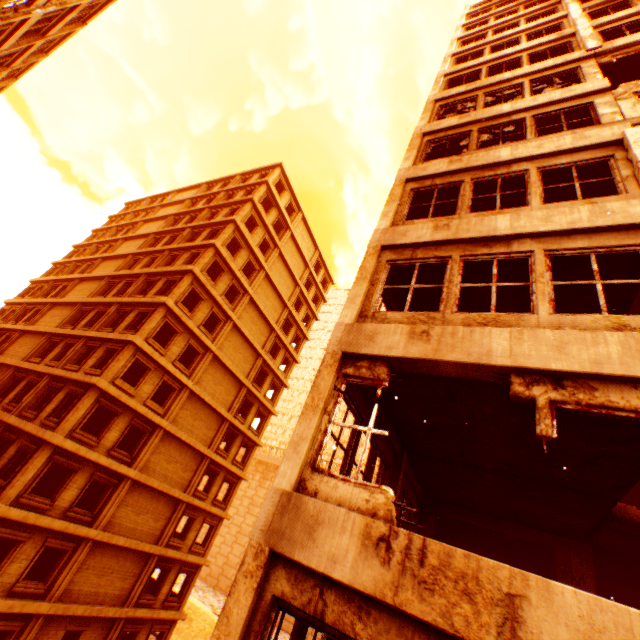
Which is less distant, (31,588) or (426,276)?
(426,276)

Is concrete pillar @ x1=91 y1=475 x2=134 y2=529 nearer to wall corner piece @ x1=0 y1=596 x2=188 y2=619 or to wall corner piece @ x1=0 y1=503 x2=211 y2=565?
wall corner piece @ x1=0 y1=503 x2=211 y2=565

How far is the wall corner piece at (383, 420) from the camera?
6.6m

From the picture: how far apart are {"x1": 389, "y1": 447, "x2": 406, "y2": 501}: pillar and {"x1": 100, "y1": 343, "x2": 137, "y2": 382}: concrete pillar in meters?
16.2

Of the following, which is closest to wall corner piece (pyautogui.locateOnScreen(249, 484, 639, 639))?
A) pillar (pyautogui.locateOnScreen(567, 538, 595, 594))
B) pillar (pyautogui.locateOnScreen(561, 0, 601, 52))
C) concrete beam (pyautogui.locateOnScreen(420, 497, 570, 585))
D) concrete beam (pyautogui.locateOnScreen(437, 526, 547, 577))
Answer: pillar (pyautogui.locateOnScreen(561, 0, 601, 52))

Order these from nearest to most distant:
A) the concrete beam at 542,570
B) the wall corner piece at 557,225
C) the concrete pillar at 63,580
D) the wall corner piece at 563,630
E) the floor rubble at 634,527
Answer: the wall corner piece at 563,630 < the wall corner piece at 557,225 < the floor rubble at 634,527 < the concrete beam at 542,570 < the concrete pillar at 63,580

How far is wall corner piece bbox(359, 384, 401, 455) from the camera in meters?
6.6

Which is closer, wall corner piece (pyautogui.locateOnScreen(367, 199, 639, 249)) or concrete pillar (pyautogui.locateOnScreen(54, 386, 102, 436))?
wall corner piece (pyautogui.locateOnScreen(367, 199, 639, 249))
